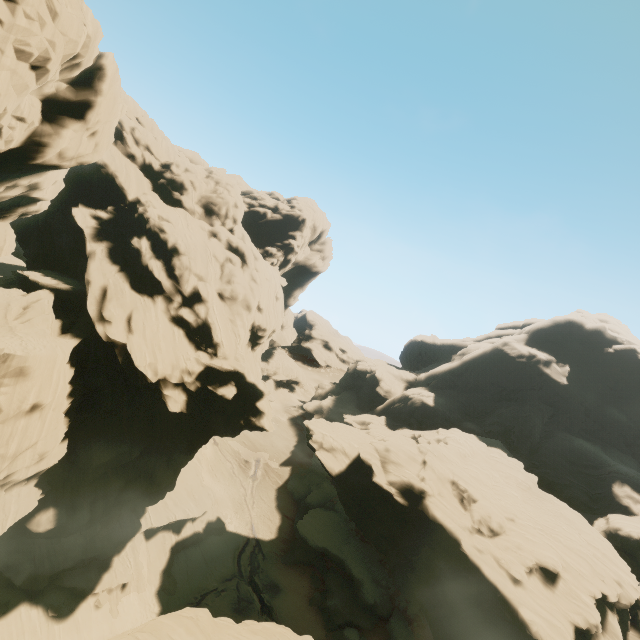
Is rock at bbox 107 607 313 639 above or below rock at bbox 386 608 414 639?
above

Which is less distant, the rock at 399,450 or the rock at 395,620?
the rock at 399,450

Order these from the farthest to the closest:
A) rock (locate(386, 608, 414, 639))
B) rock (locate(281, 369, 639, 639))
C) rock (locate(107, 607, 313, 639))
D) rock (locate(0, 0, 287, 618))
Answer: rock (locate(386, 608, 414, 639)) < rock (locate(281, 369, 639, 639)) < rock (locate(0, 0, 287, 618)) < rock (locate(107, 607, 313, 639))

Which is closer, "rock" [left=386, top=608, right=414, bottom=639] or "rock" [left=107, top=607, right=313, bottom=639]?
"rock" [left=107, top=607, right=313, bottom=639]

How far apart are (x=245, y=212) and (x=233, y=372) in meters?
35.9
